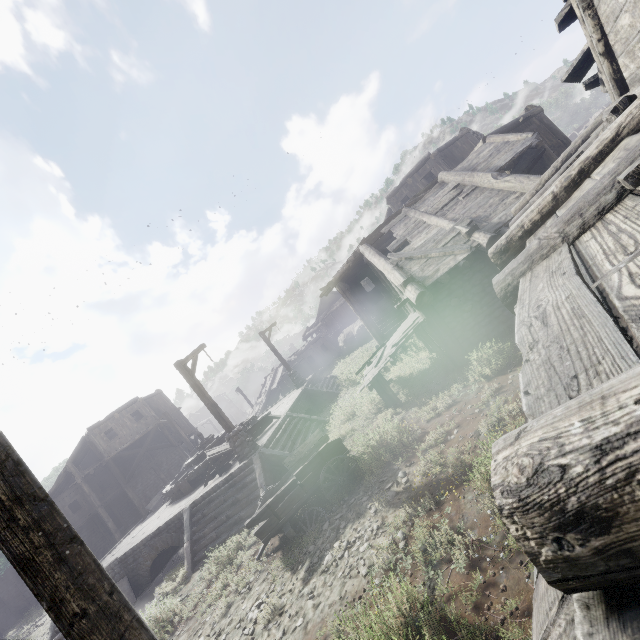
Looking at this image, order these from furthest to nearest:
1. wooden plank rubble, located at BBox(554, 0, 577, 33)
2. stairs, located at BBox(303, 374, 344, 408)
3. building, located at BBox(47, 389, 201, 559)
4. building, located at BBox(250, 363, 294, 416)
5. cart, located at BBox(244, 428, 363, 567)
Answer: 1. building, located at BBox(250, 363, 294, 416)
2. building, located at BBox(47, 389, 201, 559)
3. stairs, located at BBox(303, 374, 344, 408)
4. cart, located at BBox(244, 428, 363, 567)
5. wooden plank rubble, located at BBox(554, 0, 577, 33)

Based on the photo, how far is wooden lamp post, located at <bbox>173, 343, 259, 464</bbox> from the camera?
12.6m

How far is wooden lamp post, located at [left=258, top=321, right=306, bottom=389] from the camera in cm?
2241

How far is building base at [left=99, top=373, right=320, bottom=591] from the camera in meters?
12.4

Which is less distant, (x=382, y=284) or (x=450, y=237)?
(x=450, y=237)

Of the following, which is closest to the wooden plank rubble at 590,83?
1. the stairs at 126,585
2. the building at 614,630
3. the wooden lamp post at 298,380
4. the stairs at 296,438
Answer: the building at 614,630

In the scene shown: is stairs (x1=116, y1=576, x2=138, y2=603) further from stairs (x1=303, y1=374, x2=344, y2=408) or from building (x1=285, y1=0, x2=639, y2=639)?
stairs (x1=303, y1=374, x2=344, y2=408)

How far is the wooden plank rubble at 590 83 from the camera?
6.1 meters
